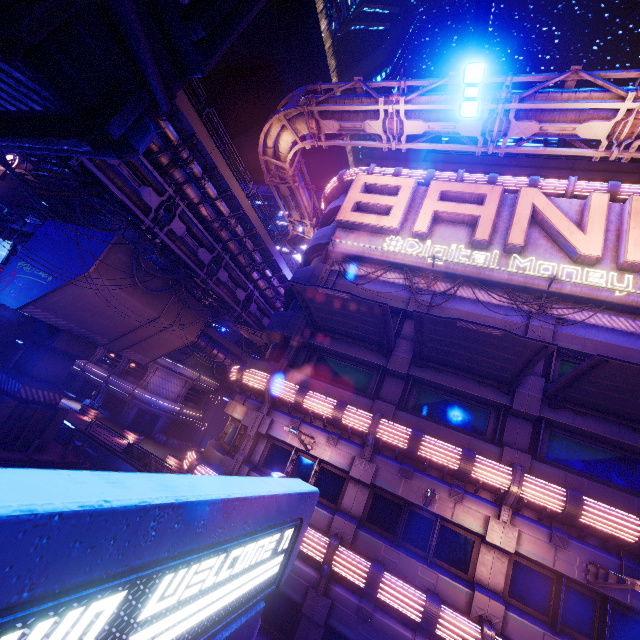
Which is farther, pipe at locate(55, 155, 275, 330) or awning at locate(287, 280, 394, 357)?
pipe at locate(55, 155, 275, 330)

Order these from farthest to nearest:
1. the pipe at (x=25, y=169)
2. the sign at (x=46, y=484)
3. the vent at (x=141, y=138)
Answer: the pipe at (x=25, y=169) < the vent at (x=141, y=138) < the sign at (x=46, y=484)

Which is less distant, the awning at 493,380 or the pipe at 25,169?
the awning at 493,380

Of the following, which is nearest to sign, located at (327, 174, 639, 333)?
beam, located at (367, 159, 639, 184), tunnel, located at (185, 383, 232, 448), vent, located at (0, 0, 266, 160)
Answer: beam, located at (367, 159, 639, 184)

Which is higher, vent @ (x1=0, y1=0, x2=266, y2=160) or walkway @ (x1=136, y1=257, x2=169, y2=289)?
walkway @ (x1=136, y1=257, x2=169, y2=289)

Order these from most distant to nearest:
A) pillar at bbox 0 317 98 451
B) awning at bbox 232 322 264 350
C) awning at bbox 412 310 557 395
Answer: awning at bbox 232 322 264 350, pillar at bbox 0 317 98 451, awning at bbox 412 310 557 395

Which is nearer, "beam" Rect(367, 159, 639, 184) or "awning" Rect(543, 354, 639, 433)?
"awning" Rect(543, 354, 639, 433)

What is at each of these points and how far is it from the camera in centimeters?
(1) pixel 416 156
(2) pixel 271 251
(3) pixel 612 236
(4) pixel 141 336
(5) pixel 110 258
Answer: (1) pillar, 2220cm
(2) walkway, 2414cm
(3) sign, 1330cm
(4) walkway, 2403cm
(5) walkway, 1897cm
